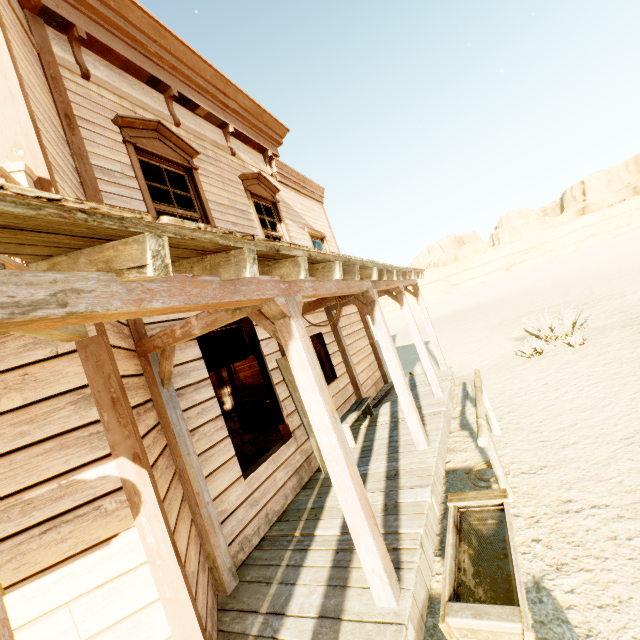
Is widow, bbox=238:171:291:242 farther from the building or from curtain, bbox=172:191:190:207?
curtain, bbox=172:191:190:207

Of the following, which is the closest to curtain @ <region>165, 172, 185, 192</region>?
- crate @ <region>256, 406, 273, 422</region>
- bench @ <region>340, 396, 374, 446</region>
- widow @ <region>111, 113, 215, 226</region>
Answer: widow @ <region>111, 113, 215, 226</region>

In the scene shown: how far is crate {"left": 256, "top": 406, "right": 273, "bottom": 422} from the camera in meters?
10.4 m

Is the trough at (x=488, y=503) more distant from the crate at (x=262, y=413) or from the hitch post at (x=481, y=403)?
the crate at (x=262, y=413)

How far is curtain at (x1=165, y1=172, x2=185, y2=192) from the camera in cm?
506

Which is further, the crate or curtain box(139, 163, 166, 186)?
the crate

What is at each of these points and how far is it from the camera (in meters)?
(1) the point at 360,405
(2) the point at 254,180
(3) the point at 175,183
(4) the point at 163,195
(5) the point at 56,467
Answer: (1) bench, 6.99
(2) widow, 6.98
(3) curtain, 5.22
(4) curtain, 4.87
(5) building, 2.21

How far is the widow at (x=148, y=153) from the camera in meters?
4.3
